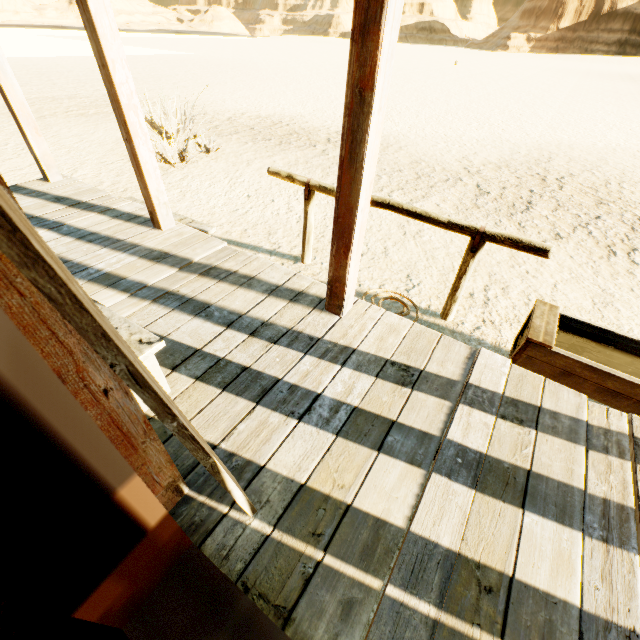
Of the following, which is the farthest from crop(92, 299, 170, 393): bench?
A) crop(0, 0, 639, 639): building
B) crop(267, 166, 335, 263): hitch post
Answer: crop(267, 166, 335, 263): hitch post

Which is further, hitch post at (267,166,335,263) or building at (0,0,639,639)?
hitch post at (267,166,335,263)

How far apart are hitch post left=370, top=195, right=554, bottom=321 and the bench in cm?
225

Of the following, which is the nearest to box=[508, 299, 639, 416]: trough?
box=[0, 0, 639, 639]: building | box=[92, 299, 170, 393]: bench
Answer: box=[0, 0, 639, 639]: building

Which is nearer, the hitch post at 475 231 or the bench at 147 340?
the bench at 147 340

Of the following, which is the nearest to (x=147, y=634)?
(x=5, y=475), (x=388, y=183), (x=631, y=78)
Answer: (x=5, y=475)

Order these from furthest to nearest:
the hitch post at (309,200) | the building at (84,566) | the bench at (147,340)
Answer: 1. the hitch post at (309,200)
2. the bench at (147,340)
3. the building at (84,566)

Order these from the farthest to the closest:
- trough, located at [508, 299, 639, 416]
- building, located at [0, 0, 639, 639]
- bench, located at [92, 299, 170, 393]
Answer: trough, located at [508, 299, 639, 416], bench, located at [92, 299, 170, 393], building, located at [0, 0, 639, 639]
